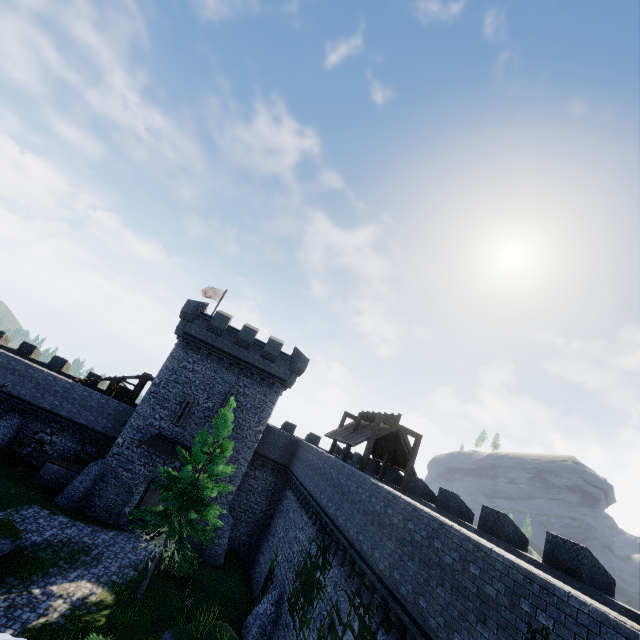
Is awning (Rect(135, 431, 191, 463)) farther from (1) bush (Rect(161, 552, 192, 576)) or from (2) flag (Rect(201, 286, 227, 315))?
(2) flag (Rect(201, 286, 227, 315))

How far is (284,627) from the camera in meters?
16.5 m

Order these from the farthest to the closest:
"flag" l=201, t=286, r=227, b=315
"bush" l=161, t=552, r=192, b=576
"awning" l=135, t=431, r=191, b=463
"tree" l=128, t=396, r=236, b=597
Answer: "flag" l=201, t=286, r=227, b=315, "awning" l=135, t=431, r=191, b=463, "bush" l=161, t=552, r=192, b=576, "tree" l=128, t=396, r=236, b=597

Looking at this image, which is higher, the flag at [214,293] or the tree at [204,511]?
the flag at [214,293]

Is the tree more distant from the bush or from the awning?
the awning

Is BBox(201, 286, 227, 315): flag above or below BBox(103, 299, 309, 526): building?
above

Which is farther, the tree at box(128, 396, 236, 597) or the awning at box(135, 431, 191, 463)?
the awning at box(135, 431, 191, 463)

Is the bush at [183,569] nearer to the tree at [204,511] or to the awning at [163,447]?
the tree at [204,511]
